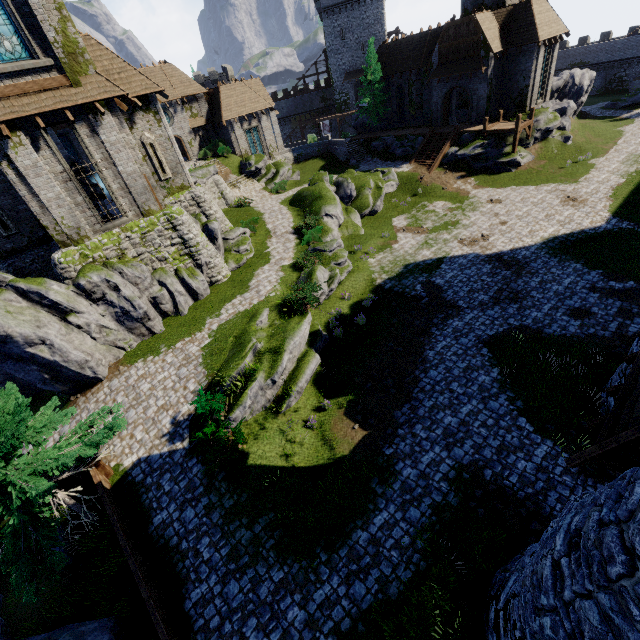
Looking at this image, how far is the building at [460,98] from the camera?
37.6m

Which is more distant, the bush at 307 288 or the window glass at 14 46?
the bush at 307 288

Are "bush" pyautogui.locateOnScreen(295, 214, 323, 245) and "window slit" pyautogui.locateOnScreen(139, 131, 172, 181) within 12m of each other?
yes

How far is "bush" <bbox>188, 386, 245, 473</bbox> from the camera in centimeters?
1206cm

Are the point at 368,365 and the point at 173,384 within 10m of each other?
yes

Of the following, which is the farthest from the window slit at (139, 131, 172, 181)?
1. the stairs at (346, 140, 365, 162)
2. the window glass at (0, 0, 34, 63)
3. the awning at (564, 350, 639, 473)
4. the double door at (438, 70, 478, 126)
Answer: the double door at (438, 70, 478, 126)

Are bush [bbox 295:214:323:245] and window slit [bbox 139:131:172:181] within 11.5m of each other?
yes

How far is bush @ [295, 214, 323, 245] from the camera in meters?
23.7
